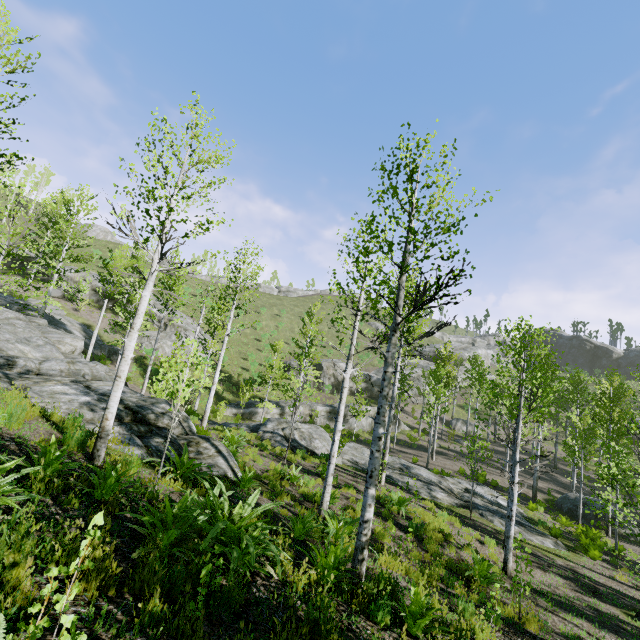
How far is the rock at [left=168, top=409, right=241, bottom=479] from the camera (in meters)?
9.10

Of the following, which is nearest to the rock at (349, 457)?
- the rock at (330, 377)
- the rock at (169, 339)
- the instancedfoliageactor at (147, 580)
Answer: the instancedfoliageactor at (147, 580)

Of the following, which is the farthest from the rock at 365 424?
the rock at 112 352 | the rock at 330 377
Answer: the rock at 112 352

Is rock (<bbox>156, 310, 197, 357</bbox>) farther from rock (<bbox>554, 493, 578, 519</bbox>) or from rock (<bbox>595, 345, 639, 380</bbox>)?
rock (<bbox>595, 345, 639, 380</bbox>)

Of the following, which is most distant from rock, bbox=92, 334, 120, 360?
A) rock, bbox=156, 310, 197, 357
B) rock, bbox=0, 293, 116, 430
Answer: rock, bbox=0, 293, 116, 430

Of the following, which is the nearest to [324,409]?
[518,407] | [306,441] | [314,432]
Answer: [314,432]

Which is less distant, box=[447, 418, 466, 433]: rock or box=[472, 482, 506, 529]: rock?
box=[472, 482, 506, 529]: rock

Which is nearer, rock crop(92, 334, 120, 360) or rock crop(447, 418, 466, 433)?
rock crop(92, 334, 120, 360)
